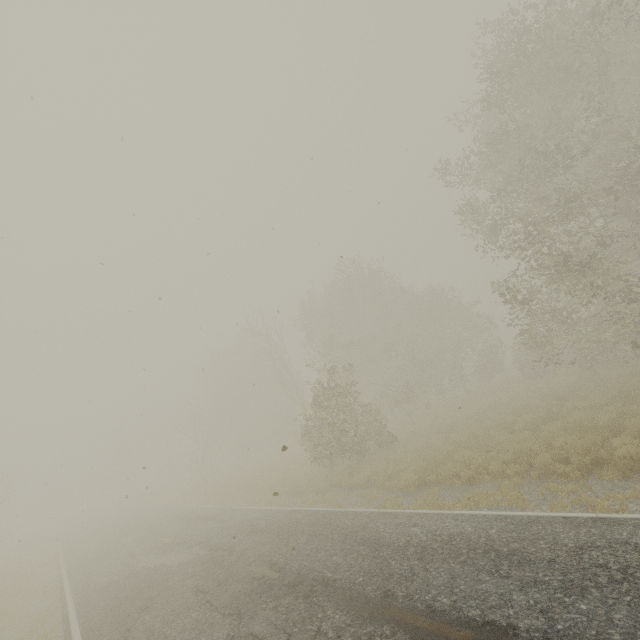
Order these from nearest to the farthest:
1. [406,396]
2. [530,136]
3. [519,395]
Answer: [530,136] → [519,395] → [406,396]
